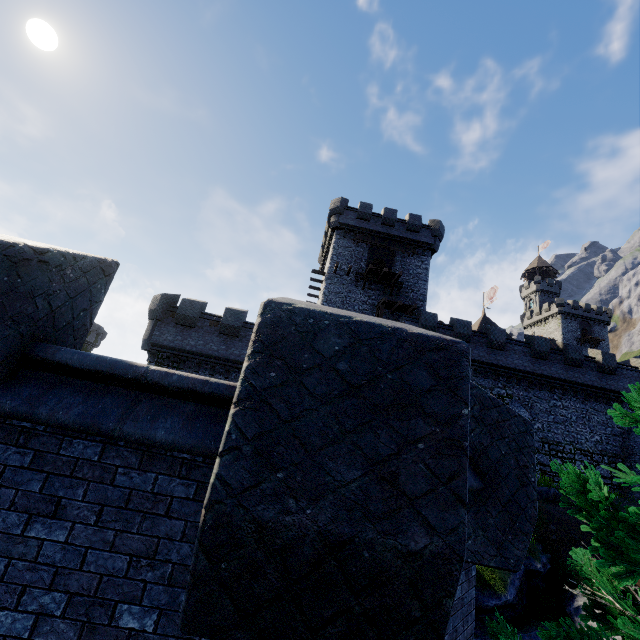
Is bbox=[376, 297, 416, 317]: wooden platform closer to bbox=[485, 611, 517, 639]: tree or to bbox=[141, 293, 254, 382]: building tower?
bbox=[141, 293, 254, 382]: building tower

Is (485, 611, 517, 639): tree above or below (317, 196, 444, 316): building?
below

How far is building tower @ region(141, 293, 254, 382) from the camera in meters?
21.3 m

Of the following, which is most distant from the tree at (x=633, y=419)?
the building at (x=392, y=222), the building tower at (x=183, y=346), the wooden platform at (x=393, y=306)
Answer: the building at (x=392, y=222)

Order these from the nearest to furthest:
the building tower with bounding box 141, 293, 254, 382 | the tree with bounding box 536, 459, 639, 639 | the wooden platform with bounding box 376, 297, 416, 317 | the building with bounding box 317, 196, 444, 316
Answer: the tree with bounding box 536, 459, 639, 639, the building tower with bounding box 141, 293, 254, 382, the wooden platform with bounding box 376, 297, 416, 317, the building with bounding box 317, 196, 444, 316

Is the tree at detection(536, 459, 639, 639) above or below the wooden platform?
below

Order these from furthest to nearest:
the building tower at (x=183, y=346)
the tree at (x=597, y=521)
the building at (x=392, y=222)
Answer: the building at (x=392, y=222) < the building tower at (x=183, y=346) < the tree at (x=597, y=521)

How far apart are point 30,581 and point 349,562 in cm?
197
